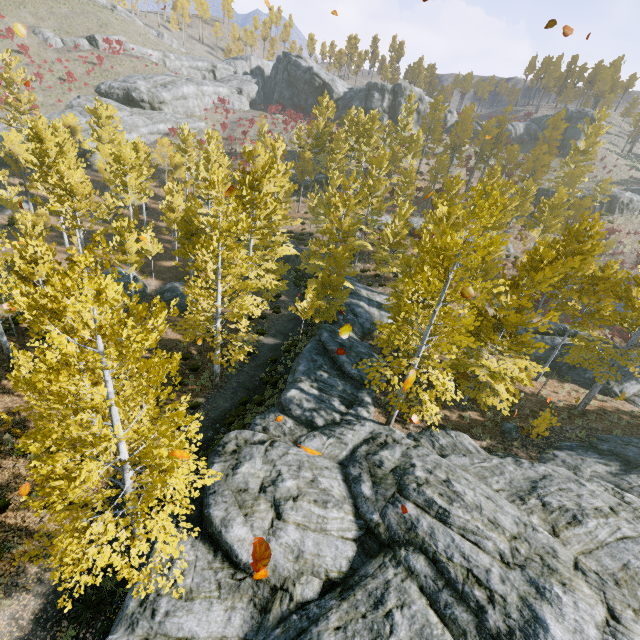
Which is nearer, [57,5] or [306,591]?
[306,591]

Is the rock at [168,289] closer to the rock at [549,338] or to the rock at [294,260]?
the rock at [294,260]

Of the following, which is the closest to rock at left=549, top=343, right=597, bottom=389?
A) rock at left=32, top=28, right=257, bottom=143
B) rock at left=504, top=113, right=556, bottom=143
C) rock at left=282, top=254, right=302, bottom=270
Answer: rock at left=282, top=254, right=302, bottom=270

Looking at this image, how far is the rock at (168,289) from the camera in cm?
2520

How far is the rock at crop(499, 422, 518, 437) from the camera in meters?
15.1 m

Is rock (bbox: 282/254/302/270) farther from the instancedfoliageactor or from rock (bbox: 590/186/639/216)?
rock (bbox: 590/186/639/216)

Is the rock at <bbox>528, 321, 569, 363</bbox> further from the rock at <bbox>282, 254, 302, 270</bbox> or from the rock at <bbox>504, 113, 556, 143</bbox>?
the rock at <bbox>504, 113, 556, 143</bbox>

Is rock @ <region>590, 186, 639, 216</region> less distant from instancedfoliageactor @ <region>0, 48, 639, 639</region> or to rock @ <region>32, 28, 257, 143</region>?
instancedfoliageactor @ <region>0, 48, 639, 639</region>
